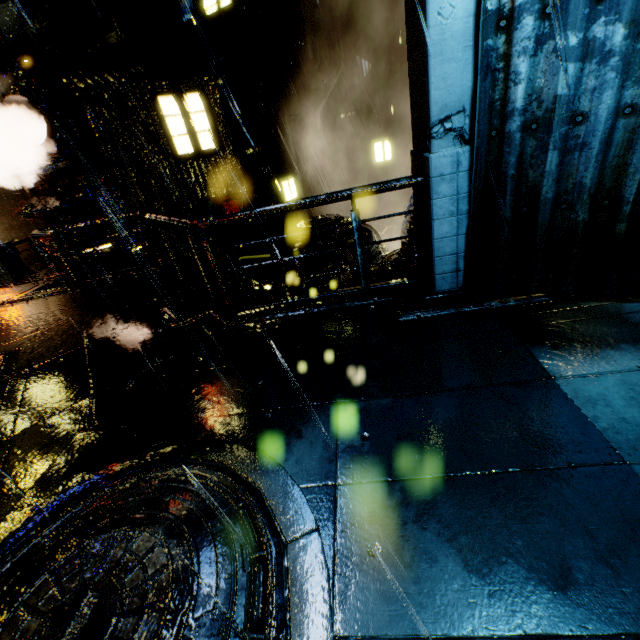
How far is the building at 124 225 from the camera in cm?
1357

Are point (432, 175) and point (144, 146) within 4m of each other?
no

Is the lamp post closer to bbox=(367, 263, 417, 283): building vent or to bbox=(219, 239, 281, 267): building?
bbox=(219, 239, 281, 267): building

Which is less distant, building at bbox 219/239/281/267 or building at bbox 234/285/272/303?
building at bbox 219/239/281/267

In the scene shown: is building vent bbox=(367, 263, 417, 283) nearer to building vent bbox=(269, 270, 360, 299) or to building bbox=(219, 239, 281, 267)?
building bbox=(219, 239, 281, 267)

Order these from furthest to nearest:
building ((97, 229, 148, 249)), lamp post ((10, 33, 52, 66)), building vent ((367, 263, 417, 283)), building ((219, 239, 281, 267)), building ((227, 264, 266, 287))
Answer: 1. building ((227, 264, 266, 287))
2. building ((97, 229, 148, 249))
3. building ((219, 239, 281, 267))
4. lamp post ((10, 33, 52, 66))
5. building vent ((367, 263, 417, 283))

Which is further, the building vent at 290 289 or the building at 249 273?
the building at 249 273
